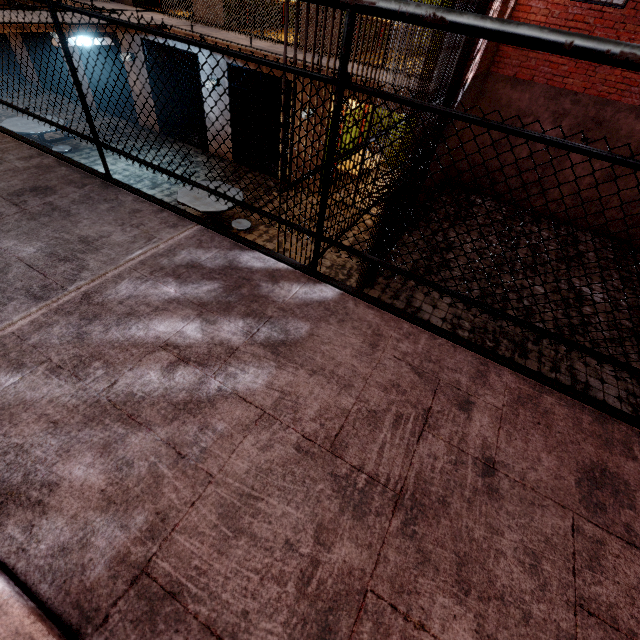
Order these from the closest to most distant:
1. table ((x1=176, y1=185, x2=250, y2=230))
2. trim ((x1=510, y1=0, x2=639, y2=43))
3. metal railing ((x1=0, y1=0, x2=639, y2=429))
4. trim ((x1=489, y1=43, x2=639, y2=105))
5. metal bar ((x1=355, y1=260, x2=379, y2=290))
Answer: Result:
1. metal railing ((x1=0, y1=0, x2=639, y2=429))
2. metal bar ((x1=355, y1=260, x2=379, y2=290))
3. table ((x1=176, y1=185, x2=250, y2=230))
4. trim ((x1=510, y1=0, x2=639, y2=43))
5. trim ((x1=489, y1=43, x2=639, y2=105))

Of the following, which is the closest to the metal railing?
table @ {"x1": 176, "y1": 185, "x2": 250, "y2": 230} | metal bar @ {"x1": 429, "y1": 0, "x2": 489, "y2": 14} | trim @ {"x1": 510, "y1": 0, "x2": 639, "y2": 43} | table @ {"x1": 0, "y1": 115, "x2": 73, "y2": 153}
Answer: metal bar @ {"x1": 429, "y1": 0, "x2": 489, "y2": 14}

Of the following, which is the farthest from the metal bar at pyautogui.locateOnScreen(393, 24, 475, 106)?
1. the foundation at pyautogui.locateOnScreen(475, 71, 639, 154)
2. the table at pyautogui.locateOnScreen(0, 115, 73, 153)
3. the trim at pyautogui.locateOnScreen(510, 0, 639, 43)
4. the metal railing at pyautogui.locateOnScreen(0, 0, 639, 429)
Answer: the table at pyautogui.locateOnScreen(0, 115, 73, 153)

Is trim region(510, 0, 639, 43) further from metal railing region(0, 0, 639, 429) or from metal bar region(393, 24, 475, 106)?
metal railing region(0, 0, 639, 429)

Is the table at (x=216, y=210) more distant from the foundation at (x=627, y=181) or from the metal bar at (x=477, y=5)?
the foundation at (x=627, y=181)

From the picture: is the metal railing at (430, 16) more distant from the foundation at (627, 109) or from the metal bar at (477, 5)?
the foundation at (627, 109)

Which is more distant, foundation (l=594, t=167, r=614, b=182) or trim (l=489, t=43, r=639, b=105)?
foundation (l=594, t=167, r=614, b=182)

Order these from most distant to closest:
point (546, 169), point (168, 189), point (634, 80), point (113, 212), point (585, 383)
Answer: point (546, 169) → point (168, 189) → point (634, 80) → point (585, 383) → point (113, 212)
